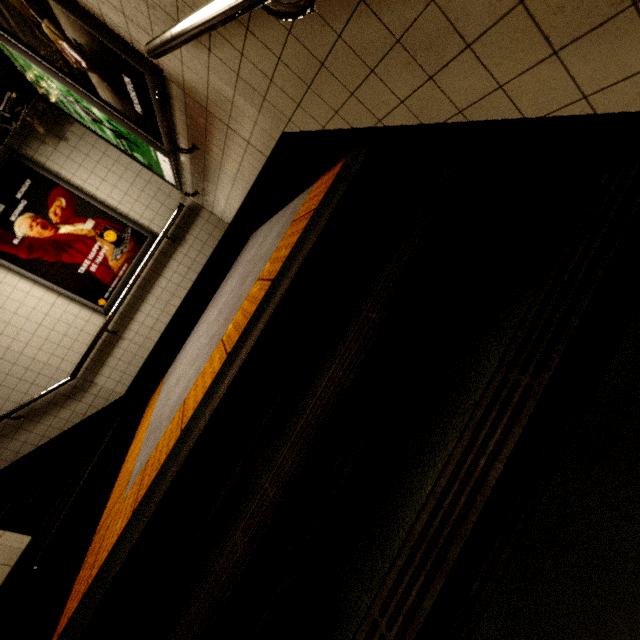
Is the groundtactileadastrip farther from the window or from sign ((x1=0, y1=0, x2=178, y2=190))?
the window

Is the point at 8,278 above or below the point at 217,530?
above

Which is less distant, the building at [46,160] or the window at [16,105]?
the building at [46,160]

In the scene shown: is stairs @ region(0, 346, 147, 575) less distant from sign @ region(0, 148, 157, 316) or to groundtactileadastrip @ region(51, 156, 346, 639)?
groundtactileadastrip @ region(51, 156, 346, 639)

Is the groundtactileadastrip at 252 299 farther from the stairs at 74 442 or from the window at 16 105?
the window at 16 105

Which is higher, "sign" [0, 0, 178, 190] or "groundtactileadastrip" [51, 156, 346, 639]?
"sign" [0, 0, 178, 190]

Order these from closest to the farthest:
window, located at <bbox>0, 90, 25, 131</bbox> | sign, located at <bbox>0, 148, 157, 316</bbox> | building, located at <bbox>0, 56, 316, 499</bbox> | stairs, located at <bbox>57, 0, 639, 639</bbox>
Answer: stairs, located at <bbox>57, 0, 639, 639</bbox> → building, located at <bbox>0, 56, 316, 499</bbox> → window, located at <bbox>0, 90, 25, 131</bbox> → sign, located at <bbox>0, 148, 157, 316</bbox>

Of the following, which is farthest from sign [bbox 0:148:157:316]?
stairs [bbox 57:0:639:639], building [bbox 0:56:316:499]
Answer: stairs [bbox 57:0:639:639]
